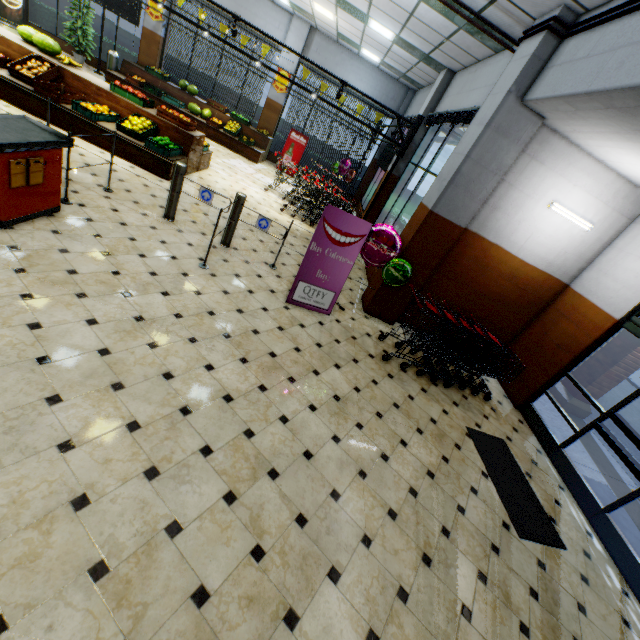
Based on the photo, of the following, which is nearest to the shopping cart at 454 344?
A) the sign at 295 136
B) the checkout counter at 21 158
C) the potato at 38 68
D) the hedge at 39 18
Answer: the checkout counter at 21 158

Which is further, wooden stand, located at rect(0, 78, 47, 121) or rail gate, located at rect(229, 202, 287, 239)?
wooden stand, located at rect(0, 78, 47, 121)

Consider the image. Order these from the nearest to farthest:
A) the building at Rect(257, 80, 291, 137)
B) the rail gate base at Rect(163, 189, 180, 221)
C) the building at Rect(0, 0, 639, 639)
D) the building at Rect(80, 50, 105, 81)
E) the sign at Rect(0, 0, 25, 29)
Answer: the building at Rect(0, 0, 639, 639) → the rail gate base at Rect(163, 189, 180, 221) → the sign at Rect(0, 0, 25, 29) → the building at Rect(80, 50, 105, 81) → the building at Rect(257, 80, 291, 137)

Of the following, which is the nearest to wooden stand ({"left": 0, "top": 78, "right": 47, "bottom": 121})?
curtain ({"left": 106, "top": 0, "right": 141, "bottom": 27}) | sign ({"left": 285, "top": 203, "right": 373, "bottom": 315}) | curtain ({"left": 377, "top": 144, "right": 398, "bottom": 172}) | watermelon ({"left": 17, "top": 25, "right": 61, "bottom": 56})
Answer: watermelon ({"left": 17, "top": 25, "right": 61, "bottom": 56})

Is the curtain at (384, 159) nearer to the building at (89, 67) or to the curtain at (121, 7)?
the building at (89, 67)

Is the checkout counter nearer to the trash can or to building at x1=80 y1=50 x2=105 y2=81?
building at x1=80 y1=50 x2=105 y2=81

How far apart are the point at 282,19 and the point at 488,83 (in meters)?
10.30

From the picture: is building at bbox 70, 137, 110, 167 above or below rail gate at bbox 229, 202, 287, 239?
below
